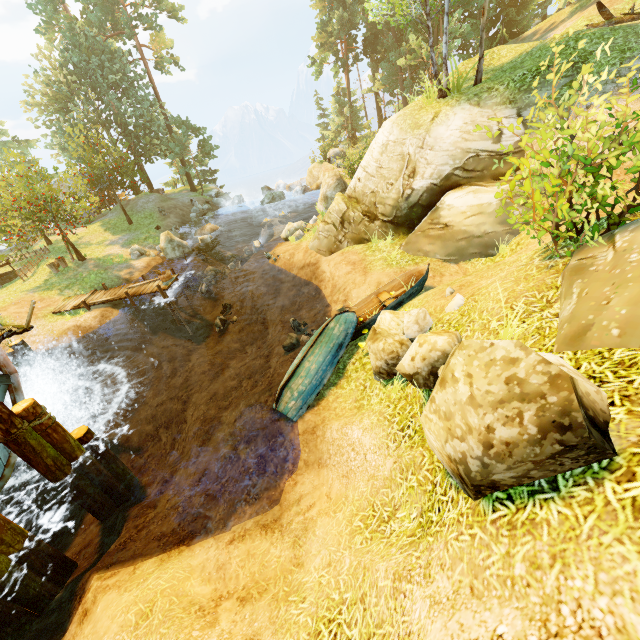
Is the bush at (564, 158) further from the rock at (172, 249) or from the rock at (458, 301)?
the rock at (172, 249)

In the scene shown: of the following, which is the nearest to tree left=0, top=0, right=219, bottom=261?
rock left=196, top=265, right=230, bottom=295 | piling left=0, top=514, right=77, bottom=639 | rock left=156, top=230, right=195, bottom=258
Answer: rock left=156, top=230, right=195, bottom=258

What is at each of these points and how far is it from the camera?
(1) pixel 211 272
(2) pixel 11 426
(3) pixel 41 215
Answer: (1) rock, 21.11m
(2) piling, 7.45m
(3) tree, 28.00m

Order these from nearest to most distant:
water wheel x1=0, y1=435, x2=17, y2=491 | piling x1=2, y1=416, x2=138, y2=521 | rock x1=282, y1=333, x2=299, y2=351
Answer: piling x1=2, y1=416, x2=138, y2=521
water wheel x1=0, y1=435, x2=17, y2=491
rock x1=282, y1=333, x2=299, y2=351

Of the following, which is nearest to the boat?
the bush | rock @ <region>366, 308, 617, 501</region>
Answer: the bush

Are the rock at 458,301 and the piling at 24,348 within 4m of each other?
no

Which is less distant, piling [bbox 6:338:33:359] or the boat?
the boat

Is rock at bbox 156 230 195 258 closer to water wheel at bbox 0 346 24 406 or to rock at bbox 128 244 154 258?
rock at bbox 128 244 154 258
